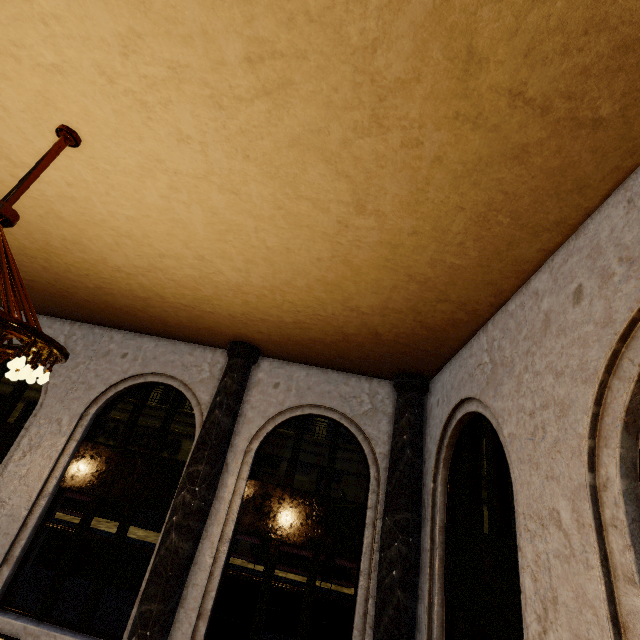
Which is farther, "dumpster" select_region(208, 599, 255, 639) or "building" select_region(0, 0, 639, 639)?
"dumpster" select_region(208, 599, 255, 639)

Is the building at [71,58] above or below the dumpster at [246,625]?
above

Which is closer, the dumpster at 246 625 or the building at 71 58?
the building at 71 58

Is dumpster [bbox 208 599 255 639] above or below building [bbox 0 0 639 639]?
below

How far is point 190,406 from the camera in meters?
21.9
